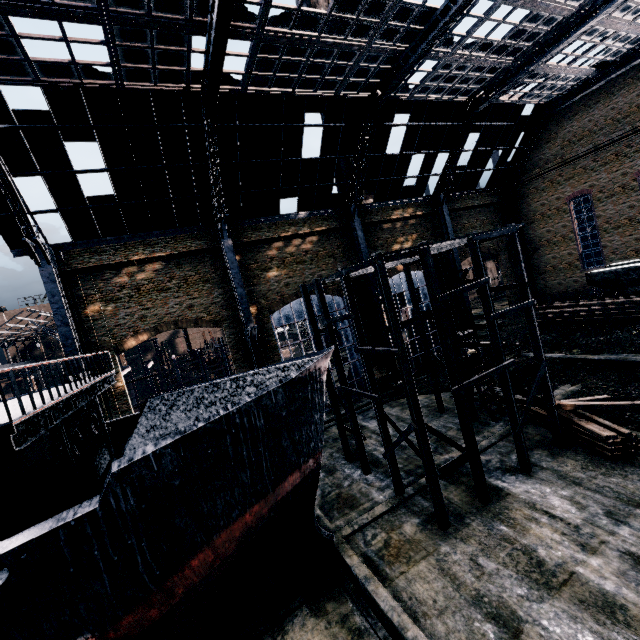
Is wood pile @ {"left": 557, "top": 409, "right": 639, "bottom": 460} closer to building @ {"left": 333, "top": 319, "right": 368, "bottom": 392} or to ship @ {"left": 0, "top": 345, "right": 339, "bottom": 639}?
building @ {"left": 333, "top": 319, "right": 368, "bottom": 392}

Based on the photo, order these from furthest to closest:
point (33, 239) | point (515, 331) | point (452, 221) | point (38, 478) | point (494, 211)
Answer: point (494, 211) < point (452, 221) < point (515, 331) < point (33, 239) < point (38, 478)

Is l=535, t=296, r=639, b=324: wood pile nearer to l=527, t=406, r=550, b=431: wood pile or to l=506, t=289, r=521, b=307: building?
l=506, t=289, r=521, b=307: building

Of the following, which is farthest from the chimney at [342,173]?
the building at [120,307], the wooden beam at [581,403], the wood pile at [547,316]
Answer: the wooden beam at [581,403]

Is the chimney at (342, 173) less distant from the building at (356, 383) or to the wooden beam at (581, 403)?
the building at (356, 383)

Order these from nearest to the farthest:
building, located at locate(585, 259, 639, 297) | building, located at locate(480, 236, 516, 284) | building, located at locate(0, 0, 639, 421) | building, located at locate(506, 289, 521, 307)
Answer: building, located at locate(585, 259, 639, 297) < building, located at locate(0, 0, 639, 421) < building, located at locate(480, 236, 516, 284) < building, located at locate(506, 289, 521, 307)

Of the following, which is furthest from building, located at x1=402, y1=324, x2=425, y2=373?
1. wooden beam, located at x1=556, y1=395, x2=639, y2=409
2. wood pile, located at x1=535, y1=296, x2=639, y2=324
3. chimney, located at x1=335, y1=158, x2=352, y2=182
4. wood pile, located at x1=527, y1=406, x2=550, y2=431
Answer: wooden beam, located at x1=556, y1=395, x2=639, y2=409

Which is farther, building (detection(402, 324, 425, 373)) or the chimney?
the chimney
